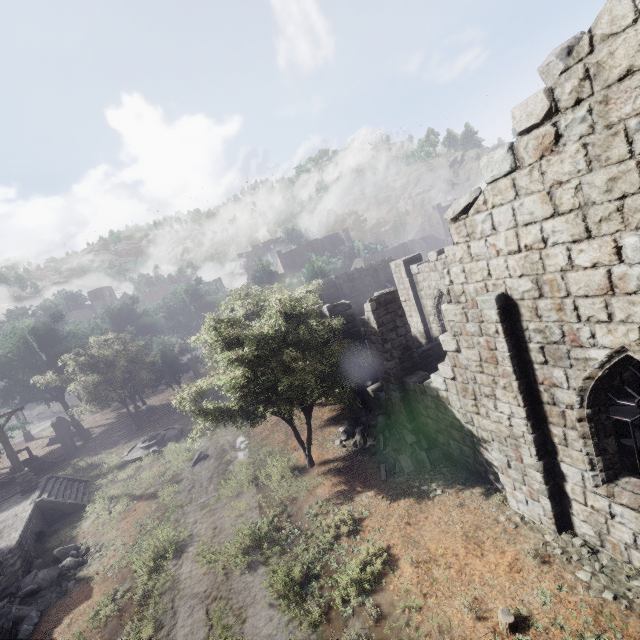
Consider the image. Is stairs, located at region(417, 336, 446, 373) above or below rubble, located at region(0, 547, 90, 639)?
above

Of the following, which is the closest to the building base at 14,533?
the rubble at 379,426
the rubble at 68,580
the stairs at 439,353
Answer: the rubble at 68,580

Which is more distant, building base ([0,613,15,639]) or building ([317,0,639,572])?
building base ([0,613,15,639])

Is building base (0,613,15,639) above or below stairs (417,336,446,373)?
below

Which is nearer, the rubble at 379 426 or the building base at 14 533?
the rubble at 379 426

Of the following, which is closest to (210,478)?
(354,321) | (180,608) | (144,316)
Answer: (180,608)

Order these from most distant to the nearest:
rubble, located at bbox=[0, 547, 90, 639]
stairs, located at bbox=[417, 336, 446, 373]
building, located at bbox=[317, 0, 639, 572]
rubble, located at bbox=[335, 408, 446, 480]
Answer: stairs, located at bbox=[417, 336, 446, 373]
rubble, located at bbox=[335, 408, 446, 480]
rubble, located at bbox=[0, 547, 90, 639]
building, located at bbox=[317, 0, 639, 572]

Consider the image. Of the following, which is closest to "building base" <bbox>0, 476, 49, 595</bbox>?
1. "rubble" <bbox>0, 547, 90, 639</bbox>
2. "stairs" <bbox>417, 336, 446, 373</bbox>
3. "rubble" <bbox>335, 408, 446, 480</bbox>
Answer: "rubble" <bbox>0, 547, 90, 639</bbox>
